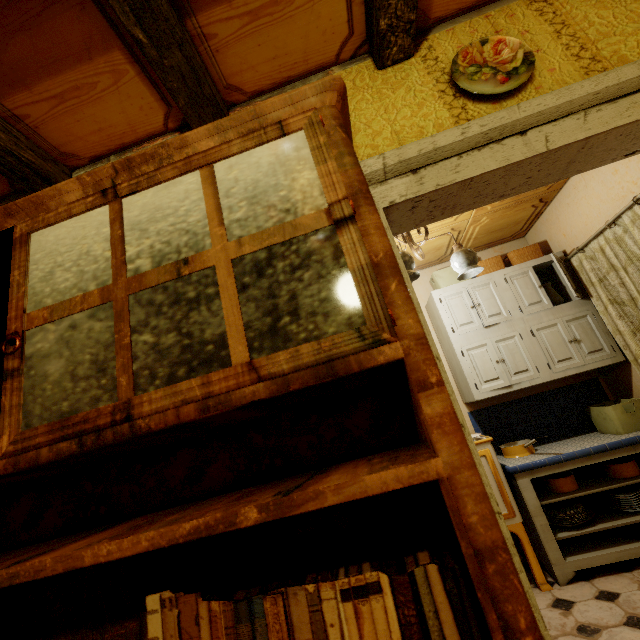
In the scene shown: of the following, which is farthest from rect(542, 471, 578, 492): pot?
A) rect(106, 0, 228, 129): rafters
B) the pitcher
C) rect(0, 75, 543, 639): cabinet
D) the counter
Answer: rect(106, 0, 228, 129): rafters

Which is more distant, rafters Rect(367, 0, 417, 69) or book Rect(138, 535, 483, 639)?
rafters Rect(367, 0, 417, 69)

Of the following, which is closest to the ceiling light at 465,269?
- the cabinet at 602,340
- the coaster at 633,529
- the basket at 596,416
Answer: the cabinet at 602,340

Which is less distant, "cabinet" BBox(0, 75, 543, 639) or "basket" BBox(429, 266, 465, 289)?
"cabinet" BBox(0, 75, 543, 639)

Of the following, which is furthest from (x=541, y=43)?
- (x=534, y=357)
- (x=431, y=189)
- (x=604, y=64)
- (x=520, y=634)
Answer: (x=534, y=357)

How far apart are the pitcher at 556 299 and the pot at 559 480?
1.5 meters

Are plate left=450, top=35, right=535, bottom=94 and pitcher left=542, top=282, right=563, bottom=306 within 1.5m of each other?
no

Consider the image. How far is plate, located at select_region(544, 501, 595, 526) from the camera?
2.5 meters
